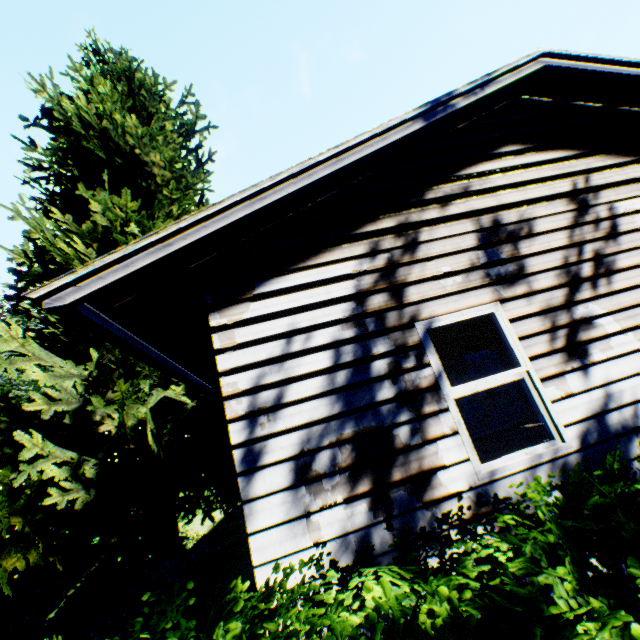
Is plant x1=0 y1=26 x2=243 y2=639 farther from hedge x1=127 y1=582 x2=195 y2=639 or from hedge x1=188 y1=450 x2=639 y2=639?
hedge x1=188 y1=450 x2=639 y2=639

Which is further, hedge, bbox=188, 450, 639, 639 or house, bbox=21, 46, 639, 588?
house, bbox=21, 46, 639, 588

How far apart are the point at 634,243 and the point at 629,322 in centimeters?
118cm

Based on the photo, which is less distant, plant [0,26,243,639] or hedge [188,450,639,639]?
hedge [188,450,639,639]

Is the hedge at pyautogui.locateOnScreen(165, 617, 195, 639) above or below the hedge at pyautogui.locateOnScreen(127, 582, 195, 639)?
below

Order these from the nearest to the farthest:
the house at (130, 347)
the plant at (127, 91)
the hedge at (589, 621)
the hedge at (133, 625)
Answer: the hedge at (589, 621) < the hedge at (133, 625) < the house at (130, 347) < the plant at (127, 91)

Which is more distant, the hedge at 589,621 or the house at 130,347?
the house at 130,347
